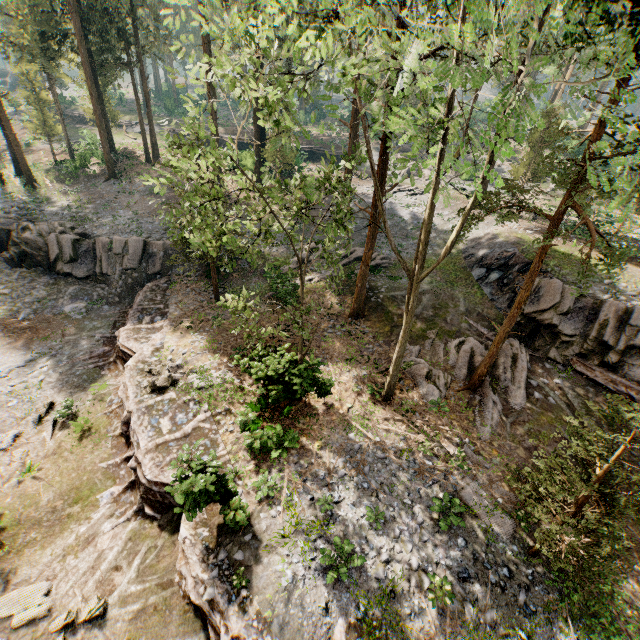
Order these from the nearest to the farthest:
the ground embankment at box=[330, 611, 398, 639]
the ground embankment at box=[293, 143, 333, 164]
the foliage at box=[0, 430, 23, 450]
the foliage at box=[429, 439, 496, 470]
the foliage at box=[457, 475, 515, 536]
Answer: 1. the ground embankment at box=[330, 611, 398, 639]
2. the foliage at box=[457, 475, 515, 536]
3. the foliage at box=[429, 439, 496, 470]
4. the foliage at box=[0, 430, 23, 450]
5. the ground embankment at box=[293, 143, 333, 164]

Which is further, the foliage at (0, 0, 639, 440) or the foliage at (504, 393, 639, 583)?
the foliage at (504, 393, 639, 583)

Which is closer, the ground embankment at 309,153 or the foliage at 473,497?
the foliage at 473,497

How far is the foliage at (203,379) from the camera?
14.9 meters

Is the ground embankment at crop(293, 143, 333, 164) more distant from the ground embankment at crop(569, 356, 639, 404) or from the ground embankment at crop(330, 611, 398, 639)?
the ground embankment at crop(569, 356, 639, 404)

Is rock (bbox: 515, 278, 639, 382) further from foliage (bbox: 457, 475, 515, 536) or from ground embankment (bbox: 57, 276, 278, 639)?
ground embankment (bbox: 57, 276, 278, 639)

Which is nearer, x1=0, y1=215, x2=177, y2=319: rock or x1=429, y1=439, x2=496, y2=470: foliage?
x1=429, y1=439, x2=496, y2=470: foliage

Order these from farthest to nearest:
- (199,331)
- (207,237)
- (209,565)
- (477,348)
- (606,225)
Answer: (606,225) → (199,331) → (477,348) → (209,565) → (207,237)
